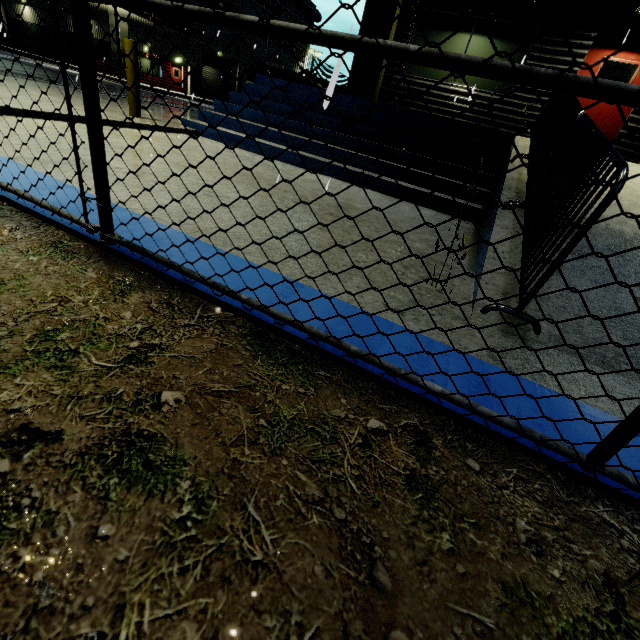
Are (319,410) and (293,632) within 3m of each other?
yes

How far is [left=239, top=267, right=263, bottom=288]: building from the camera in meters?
1.8 m

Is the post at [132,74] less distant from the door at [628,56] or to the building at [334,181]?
the building at [334,181]

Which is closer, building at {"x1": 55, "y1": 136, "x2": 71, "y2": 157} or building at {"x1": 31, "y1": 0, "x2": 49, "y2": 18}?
building at {"x1": 55, "y1": 136, "x2": 71, "y2": 157}

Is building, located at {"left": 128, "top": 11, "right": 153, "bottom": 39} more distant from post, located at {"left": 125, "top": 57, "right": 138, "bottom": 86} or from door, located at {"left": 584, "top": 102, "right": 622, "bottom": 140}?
post, located at {"left": 125, "top": 57, "right": 138, "bottom": 86}

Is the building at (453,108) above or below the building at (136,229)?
above

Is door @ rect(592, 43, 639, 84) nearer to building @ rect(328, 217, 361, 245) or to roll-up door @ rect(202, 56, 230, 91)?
building @ rect(328, 217, 361, 245)
